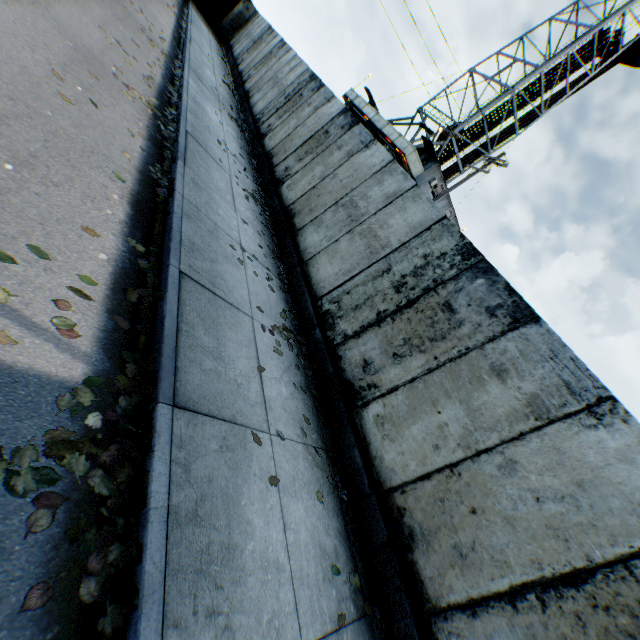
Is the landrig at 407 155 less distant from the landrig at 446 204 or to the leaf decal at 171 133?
the landrig at 446 204

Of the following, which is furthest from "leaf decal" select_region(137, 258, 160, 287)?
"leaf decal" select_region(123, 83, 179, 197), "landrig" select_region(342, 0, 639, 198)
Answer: "landrig" select_region(342, 0, 639, 198)

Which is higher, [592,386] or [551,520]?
[592,386]

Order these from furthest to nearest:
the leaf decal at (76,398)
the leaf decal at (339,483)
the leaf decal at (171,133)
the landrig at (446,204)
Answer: the landrig at (446,204) < the leaf decal at (171,133) < the leaf decal at (339,483) < the leaf decal at (76,398)

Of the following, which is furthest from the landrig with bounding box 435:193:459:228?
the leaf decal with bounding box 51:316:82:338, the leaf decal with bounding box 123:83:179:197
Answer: the leaf decal with bounding box 51:316:82:338

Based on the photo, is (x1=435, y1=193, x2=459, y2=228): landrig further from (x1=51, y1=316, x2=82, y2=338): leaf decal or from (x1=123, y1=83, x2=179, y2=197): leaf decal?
(x1=51, y1=316, x2=82, y2=338): leaf decal

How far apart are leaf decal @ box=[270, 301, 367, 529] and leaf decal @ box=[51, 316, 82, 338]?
2.08m

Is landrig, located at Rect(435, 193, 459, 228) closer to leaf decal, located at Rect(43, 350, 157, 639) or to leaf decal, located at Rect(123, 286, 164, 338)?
leaf decal, located at Rect(123, 286, 164, 338)
